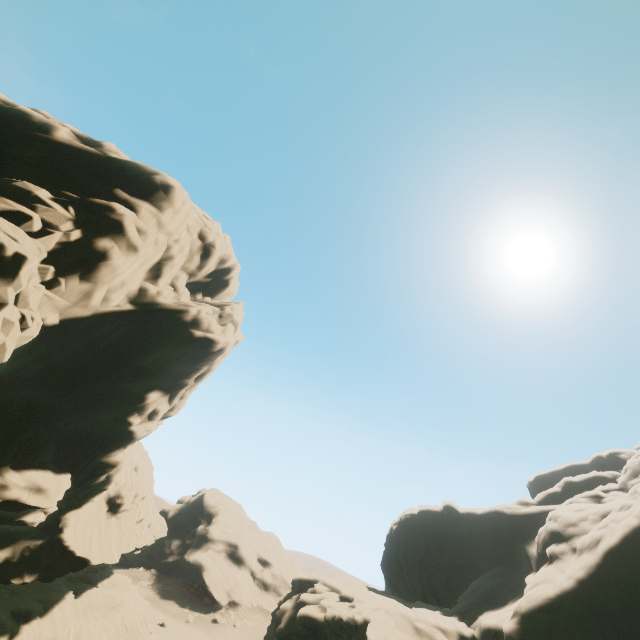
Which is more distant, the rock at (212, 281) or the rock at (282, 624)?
the rock at (282, 624)

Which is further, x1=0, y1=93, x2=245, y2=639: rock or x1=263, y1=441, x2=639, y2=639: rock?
x1=263, y1=441, x2=639, y2=639: rock

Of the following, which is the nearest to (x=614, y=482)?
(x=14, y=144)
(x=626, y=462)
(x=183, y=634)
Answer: (x=626, y=462)
